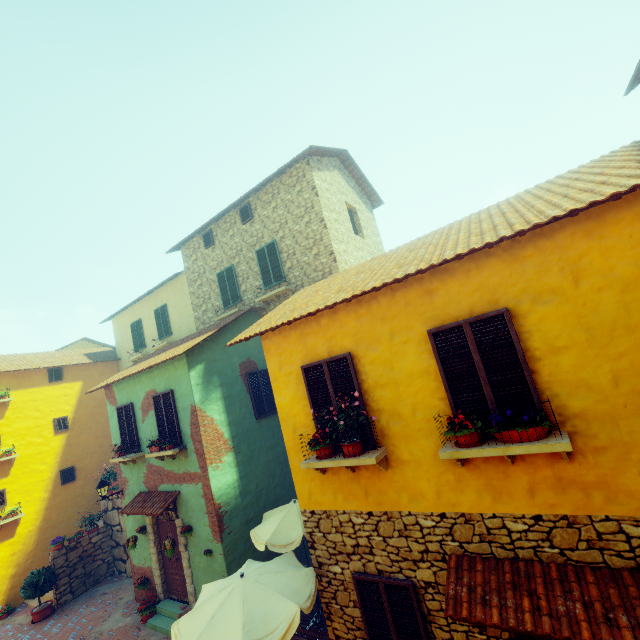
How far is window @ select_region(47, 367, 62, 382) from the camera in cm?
1620

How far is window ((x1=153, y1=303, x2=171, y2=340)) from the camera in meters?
16.1 m

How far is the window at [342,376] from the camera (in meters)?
5.59

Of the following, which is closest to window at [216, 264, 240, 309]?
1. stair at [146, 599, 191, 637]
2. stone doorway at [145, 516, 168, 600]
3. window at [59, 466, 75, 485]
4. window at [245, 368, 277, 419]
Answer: window at [245, 368, 277, 419]

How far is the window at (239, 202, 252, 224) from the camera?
12.94m

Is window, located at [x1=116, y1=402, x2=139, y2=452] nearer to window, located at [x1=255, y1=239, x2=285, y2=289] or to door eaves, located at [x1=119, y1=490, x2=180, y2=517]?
door eaves, located at [x1=119, y1=490, x2=180, y2=517]

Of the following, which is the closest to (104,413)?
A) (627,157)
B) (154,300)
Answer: (154,300)

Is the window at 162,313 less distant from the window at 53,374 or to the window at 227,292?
the window at 227,292
